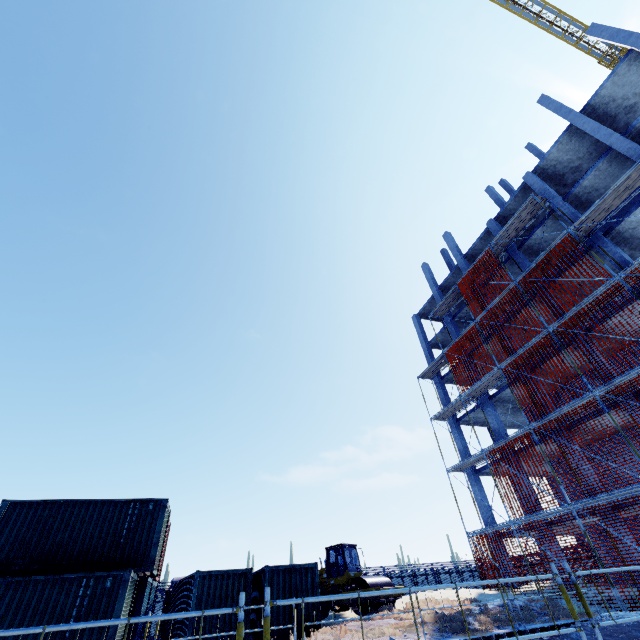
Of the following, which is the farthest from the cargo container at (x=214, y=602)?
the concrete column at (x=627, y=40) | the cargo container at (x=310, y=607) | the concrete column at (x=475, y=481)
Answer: the concrete column at (x=627, y=40)

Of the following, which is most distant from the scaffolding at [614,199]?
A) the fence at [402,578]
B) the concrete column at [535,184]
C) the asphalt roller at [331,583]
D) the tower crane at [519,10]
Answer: the tower crane at [519,10]

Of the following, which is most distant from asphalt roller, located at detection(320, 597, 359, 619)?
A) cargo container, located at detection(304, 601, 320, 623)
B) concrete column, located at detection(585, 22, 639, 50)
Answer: concrete column, located at detection(585, 22, 639, 50)

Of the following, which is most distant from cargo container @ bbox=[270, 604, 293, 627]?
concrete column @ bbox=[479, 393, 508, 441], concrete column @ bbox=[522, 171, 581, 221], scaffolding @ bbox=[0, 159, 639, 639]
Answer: concrete column @ bbox=[522, 171, 581, 221]

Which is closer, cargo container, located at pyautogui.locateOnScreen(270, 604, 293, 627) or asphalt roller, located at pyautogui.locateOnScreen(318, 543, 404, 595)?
cargo container, located at pyautogui.locateOnScreen(270, 604, 293, 627)

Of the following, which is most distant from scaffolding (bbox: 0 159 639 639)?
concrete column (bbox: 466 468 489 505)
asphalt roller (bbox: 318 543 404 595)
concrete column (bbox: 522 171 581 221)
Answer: asphalt roller (bbox: 318 543 404 595)

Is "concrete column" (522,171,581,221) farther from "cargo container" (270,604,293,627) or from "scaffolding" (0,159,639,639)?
"cargo container" (270,604,293,627)

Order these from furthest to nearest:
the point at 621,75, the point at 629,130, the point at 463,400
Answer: the point at 463,400, the point at 621,75, the point at 629,130
